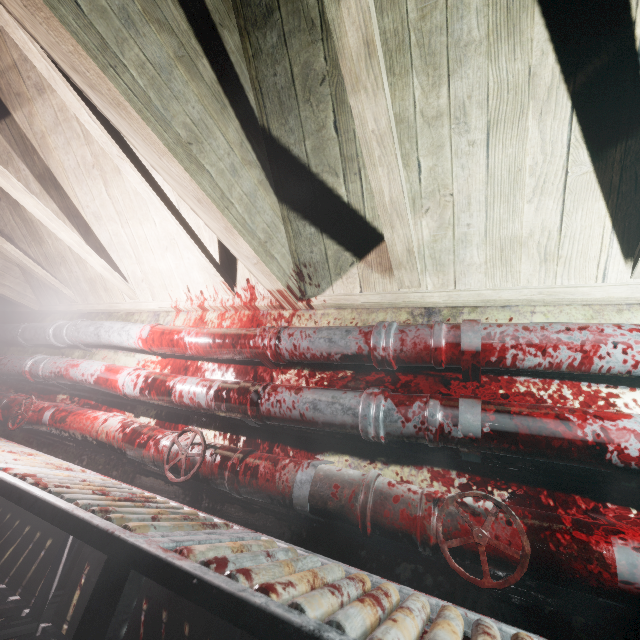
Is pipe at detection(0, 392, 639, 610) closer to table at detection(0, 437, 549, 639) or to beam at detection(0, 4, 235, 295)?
table at detection(0, 437, 549, 639)

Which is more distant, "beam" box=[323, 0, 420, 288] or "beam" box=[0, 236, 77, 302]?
"beam" box=[0, 236, 77, 302]

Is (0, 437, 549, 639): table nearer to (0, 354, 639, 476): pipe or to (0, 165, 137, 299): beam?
(0, 354, 639, 476): pipe

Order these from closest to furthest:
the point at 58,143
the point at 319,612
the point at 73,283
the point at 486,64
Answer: the point at 319,612 → the point at 486,64 → the point at 58,143 → the point at 73,283

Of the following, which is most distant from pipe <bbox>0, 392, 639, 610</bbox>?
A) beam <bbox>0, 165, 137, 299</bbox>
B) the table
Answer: beam <bbox>0, 165, 137, 299</bbox>

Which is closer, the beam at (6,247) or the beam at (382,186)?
the beam at (382,186)

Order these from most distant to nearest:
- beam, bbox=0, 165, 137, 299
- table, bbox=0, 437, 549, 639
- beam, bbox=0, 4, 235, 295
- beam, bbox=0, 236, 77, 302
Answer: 1. beam, bbox=0, 236, 77, 302
2. beam, bbox=0, 165, 137, 299
3. beam, bbox=0, 4, 235, 295
4. table, bbox=0, 437, 549, 639

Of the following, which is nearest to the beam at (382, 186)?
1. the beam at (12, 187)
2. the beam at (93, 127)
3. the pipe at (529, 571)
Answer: the beam at (93, 127)
